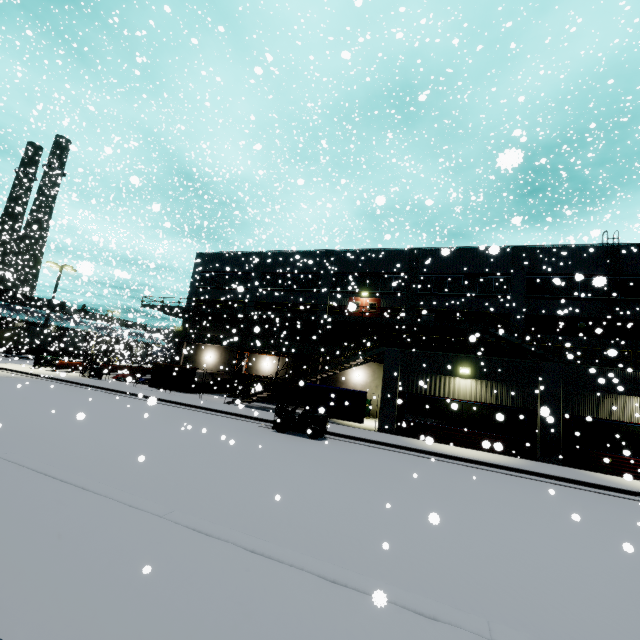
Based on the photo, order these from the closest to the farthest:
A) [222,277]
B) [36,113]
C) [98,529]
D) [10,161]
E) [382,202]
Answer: [382,202] → [98,529] → [36,113] → [222,277] → [10,161]

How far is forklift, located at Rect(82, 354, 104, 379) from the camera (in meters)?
28.07

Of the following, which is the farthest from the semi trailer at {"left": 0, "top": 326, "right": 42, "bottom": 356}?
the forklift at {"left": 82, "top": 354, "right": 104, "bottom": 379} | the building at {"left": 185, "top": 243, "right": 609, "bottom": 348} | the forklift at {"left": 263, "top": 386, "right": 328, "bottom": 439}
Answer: the forklift at {"left": 82, "top": 354, "right": 104, "bottom": 379}

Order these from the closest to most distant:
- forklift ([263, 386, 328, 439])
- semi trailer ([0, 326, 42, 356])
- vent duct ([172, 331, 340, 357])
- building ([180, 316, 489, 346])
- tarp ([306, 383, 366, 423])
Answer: forklift ([263, 386, 328, 439]), tarp ([306, 383, 366, 423]), building ([180, 316, 489, 346]), vent duct ([172, 331, 340, 357]), semi trailer ([0, 326, 42, 356])

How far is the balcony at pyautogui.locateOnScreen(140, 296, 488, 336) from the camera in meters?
23.2

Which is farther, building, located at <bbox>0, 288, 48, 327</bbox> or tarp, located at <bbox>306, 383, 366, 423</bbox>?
building, located at <bbox>0, 288, 48, 327</bbox>

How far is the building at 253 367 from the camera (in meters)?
30.92
